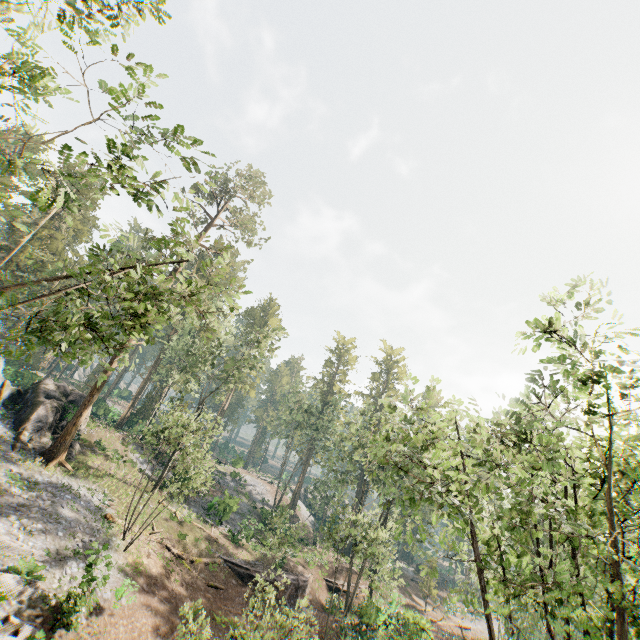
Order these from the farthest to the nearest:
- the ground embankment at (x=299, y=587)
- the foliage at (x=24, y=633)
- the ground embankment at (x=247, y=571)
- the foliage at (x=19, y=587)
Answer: the ground embankment at (x=299, y=587) < the ground embankment at (x=247, y=571) < the foliage at (x=19, y=587) < the foliage at (x=24, y=633)

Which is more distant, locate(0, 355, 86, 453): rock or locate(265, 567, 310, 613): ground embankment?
locate(265, 567, 310, 613): ground embankment

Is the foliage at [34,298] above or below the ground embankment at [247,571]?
above

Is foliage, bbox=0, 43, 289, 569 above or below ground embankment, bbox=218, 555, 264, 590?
above

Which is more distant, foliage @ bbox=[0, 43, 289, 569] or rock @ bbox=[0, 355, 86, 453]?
rock @ bbox=[0, 355, 86, 453]

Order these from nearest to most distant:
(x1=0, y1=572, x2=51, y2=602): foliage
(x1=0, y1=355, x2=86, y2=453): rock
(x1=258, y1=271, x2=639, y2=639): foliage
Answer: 1. (x1=258, y1=271, x2=639, y2=639): foliage
2. (x1=0, y1=572, x2=51, y2=602): foliage
3. (x1=0, y1=355, x2=86, y2=453): rock

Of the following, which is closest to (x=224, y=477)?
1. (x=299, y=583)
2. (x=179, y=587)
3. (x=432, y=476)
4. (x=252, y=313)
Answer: (x=299, y=583)

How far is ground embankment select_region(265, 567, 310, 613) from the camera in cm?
2686
